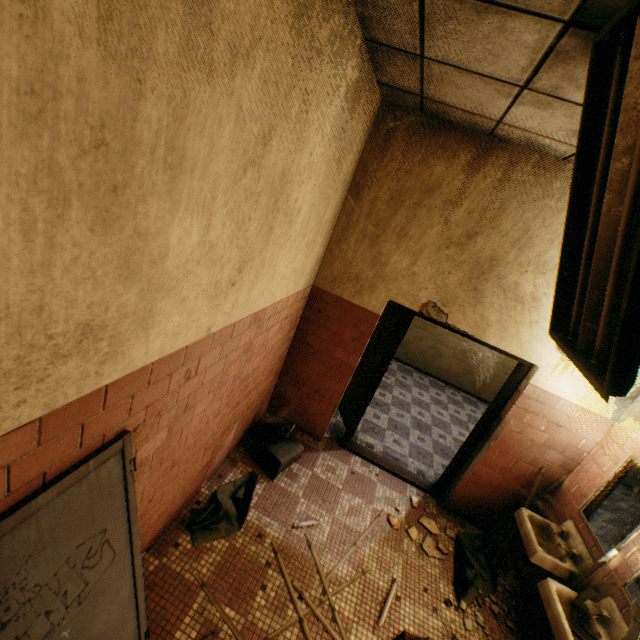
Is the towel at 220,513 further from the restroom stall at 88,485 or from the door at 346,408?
the door at 346,408

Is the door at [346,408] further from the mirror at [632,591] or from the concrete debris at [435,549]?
the mirror at [632,591]

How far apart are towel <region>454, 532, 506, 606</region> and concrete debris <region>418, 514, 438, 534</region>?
0.08m

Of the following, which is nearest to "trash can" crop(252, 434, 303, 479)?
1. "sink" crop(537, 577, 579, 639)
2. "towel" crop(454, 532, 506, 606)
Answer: "towel" crop(454, 532, 506, 606)

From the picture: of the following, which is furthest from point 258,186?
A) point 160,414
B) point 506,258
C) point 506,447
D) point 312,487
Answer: point 506,447

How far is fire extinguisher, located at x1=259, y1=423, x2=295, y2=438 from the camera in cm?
372

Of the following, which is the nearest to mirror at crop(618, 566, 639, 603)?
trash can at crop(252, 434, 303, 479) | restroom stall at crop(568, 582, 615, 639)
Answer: restroom stall at crop(568, 582, 615, 639)

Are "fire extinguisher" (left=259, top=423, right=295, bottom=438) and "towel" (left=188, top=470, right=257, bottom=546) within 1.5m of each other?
yes
